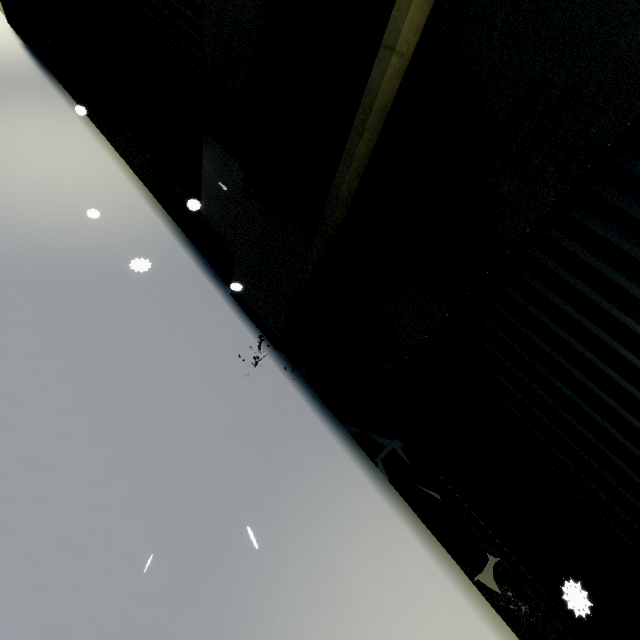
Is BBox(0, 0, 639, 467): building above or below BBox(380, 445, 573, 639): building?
above

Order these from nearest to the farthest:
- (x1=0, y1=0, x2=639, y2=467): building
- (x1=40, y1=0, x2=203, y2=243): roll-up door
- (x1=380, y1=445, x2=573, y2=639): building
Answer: (x1=0, y1=0, x2=639, y2=467): building < (x1=380, y1=445, x2=573, y2=639): building < (x1=40, y1=0, x2=203, y2=243): roll-up door

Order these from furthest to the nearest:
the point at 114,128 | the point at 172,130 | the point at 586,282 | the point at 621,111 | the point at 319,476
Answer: the point at 114,128, the point at 172,130, the point at 319,476, the point at 586,282, the point at 621,111

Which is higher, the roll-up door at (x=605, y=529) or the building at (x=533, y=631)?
the roll-up door at (x=605, y=529)

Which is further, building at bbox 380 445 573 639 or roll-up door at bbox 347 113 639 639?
building at bbox 380 445 573 639

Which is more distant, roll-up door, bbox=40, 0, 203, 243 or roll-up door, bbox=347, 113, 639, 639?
roll-up door, bbox=40, 0, 203, 243

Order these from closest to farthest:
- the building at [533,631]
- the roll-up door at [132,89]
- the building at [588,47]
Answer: the building at [588,47]
the building at [533,631]
the roll-up door at [132,89]
